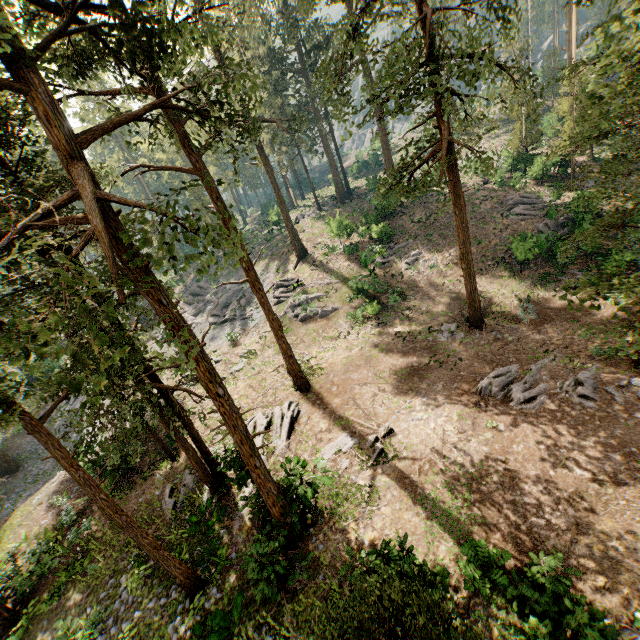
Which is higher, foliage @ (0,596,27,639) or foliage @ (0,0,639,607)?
foliage @ (0,0,639,607)

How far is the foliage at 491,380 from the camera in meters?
14.2 m

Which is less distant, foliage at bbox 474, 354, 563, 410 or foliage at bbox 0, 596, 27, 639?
foliage at bbox 0, 596, 27, 639

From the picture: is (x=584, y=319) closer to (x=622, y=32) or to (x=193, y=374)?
(x=622, y=32)

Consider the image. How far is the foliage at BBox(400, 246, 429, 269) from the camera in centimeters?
2834cm

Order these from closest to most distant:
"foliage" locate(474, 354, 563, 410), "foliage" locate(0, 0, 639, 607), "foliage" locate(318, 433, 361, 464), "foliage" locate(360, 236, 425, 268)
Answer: "foliage" locate(0, 0, 639, 607) < "foliage" locate(474, 354, 563, 410) < "foliage" locate(318, 433, 361, 464) < "foliage" locate(360, 236, 425, 268)

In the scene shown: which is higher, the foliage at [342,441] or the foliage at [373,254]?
the foliage at [373,254]
